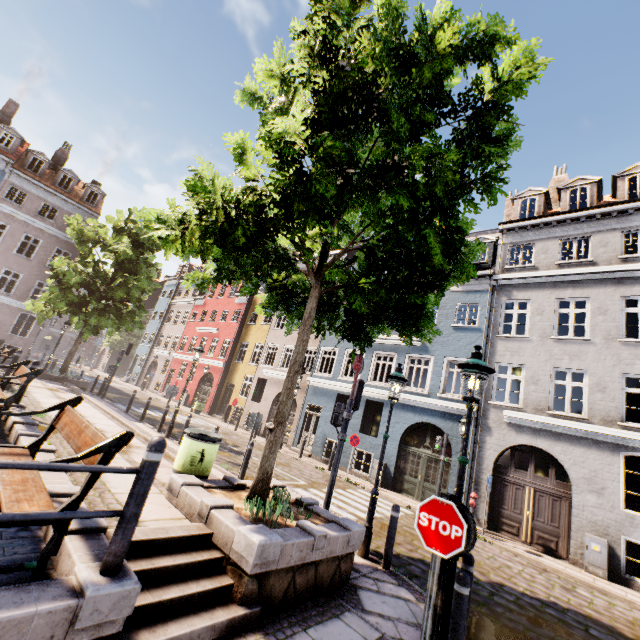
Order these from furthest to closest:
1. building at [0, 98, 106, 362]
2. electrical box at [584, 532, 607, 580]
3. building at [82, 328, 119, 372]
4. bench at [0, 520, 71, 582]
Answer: building at [82, 328, 119, 372]
building at [0, 98, 106, 362]
electrical box at [584, 532, 607, 580]
bench at [0, 520, 71, 582]

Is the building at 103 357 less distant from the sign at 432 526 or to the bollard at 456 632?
the bollard at 456 632

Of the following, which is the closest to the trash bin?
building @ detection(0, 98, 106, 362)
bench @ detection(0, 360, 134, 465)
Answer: bench @ detection(0, 360, 134, 465)

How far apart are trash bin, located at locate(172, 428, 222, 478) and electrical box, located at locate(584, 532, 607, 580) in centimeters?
1186cm

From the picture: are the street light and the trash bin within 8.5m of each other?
yes

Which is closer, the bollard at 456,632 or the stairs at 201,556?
the stairs at 201,556

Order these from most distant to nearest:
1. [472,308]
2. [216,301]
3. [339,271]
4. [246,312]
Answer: [216,301], [246,312], [472,308], [339,271]

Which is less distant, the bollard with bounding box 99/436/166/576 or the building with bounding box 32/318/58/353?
the bollard with bounding box 99/436/166/576
